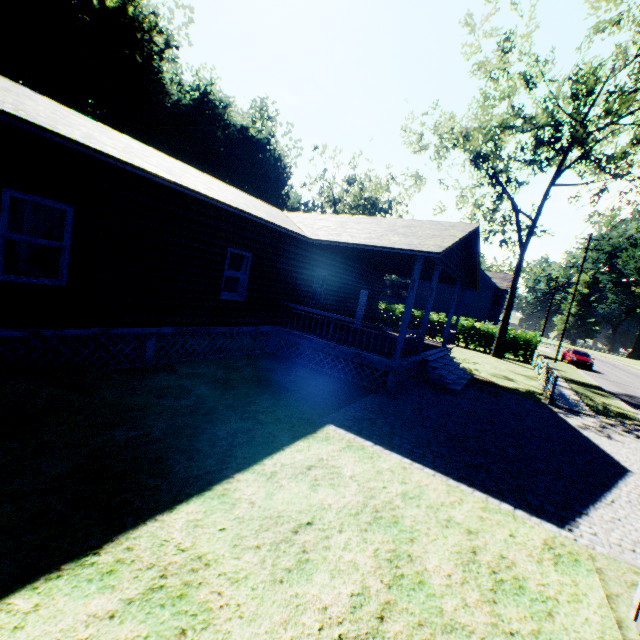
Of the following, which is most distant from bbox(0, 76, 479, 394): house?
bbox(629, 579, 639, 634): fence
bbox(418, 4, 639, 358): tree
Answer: bbox(418, 4, 639, 358): tree

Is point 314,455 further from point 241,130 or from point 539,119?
point 241,130

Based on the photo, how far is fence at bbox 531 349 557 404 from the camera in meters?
12.9 m

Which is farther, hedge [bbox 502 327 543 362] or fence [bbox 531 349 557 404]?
hedge [bbox 502 327 543 362]

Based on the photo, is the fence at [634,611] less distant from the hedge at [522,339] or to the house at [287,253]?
the house at [287,253]

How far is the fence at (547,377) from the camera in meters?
12.9 m

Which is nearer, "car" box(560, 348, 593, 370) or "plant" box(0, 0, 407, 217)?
"plant" box(0, 0, 407, 217)

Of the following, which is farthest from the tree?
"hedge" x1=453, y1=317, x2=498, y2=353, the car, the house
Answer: the car
